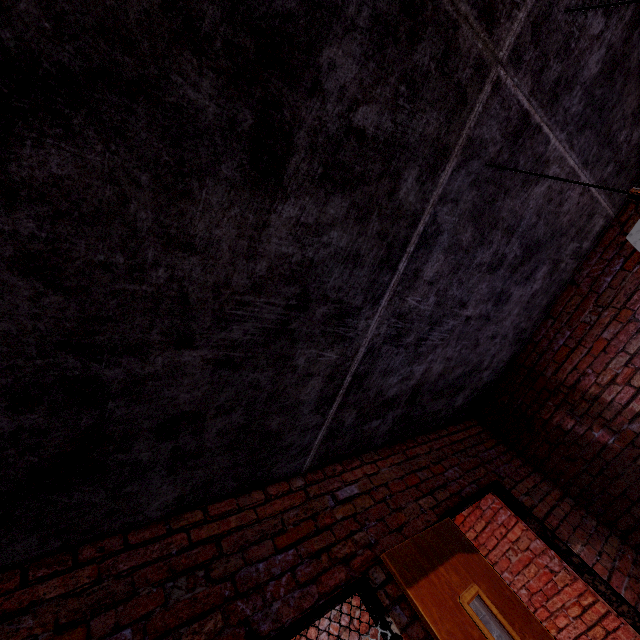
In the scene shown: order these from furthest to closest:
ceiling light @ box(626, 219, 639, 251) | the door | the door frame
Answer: the door frame < the door < ceiling light @ box(626, 219, 639, 251)

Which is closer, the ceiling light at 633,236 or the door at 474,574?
the ceiling light at 633,236

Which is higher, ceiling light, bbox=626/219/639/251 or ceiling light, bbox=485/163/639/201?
ceiling light, bbox=485/163/639/201

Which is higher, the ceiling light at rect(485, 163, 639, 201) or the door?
the ceiling light at rect(485, 163, 639, 201)

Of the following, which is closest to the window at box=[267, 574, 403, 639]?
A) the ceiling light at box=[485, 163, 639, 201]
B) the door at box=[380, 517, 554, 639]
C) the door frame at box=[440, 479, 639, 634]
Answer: the door at box=[380, 517, 554, 639]

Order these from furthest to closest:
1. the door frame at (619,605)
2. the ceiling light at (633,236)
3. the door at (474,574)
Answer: the door frame at (619,605), the door at (474,574), the ceiling light at (633,236)

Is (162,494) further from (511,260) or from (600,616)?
(600,616)
